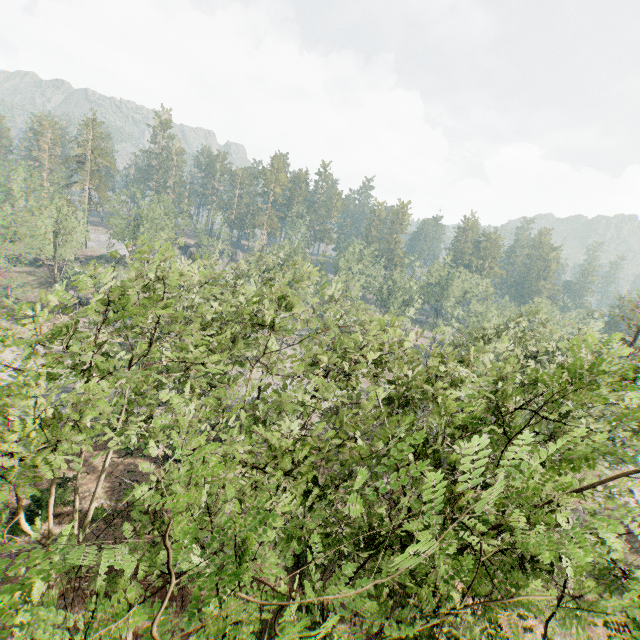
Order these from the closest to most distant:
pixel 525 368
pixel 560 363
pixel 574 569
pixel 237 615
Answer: pixel 237 615
pixel 574 569
pixel 560 363
pixel 525 368
